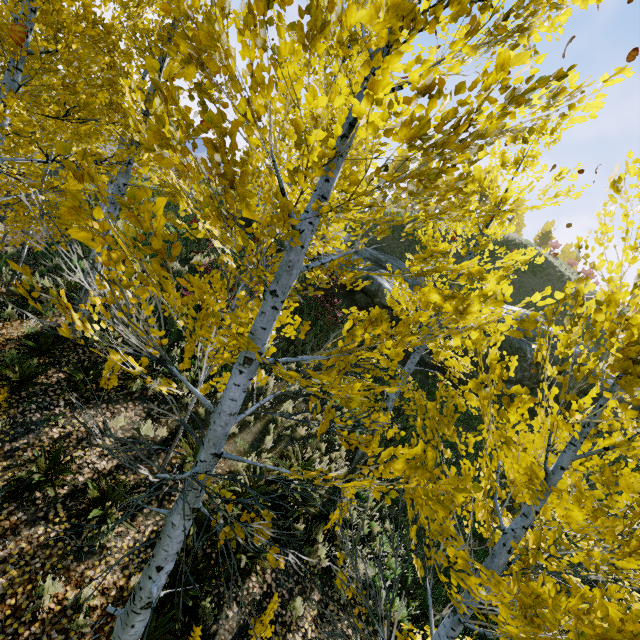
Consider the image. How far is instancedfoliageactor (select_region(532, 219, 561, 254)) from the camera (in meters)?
36.94

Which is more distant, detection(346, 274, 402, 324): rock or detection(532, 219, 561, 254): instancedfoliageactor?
detection(532, 219, 561, 254): instancedfoliageactor

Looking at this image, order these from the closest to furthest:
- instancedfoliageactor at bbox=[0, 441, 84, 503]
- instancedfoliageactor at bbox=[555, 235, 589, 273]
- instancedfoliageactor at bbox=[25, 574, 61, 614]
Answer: instancedfoliageactor at bbox=[555, 235, 589, 273]
instancedfoliageactor at bbox=[25, 574, 61, 614]
instancedfoliageactor at bbox=[0, 441, 84, 503]

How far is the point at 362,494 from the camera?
8.3m

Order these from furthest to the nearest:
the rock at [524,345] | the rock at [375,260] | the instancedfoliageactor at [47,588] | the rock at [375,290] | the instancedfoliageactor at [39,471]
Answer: the rock at [375,260] → the rock at [375,290] → the rock at [524,345] → the instancedfoliageactor at [39,471] → the instancedfoliageactor at [47,588]

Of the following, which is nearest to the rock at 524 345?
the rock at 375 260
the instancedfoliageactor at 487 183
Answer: the rock at 375 260

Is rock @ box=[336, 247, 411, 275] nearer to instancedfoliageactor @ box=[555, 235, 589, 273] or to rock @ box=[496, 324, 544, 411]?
rock @ box=[496, 324, 544, 411]
